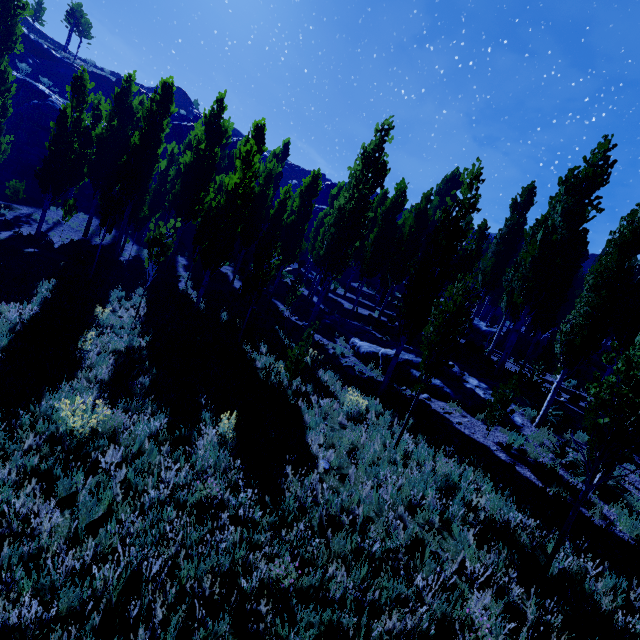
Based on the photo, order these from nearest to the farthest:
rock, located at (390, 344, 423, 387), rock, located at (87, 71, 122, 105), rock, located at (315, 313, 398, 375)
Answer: rock, located at (390, 344, 423, 387) < rock, located at (315, 313, 398, 375) < rock, located at (87, 71, 122, 105)

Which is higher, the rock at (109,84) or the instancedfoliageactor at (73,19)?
the instancedfoliageactor at (73,19)

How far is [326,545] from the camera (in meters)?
5.03

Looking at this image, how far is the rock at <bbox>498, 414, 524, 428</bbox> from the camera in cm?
1085

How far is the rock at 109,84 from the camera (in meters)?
51.84

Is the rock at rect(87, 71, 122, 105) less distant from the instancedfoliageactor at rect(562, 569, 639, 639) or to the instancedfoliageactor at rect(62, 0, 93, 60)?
the instancedfoliageactor at rect(562, 569, 639, 639)

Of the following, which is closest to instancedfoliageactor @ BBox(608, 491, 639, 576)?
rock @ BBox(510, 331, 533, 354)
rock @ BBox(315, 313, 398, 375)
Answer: rock @ BBox(315, 313, 398, 375)

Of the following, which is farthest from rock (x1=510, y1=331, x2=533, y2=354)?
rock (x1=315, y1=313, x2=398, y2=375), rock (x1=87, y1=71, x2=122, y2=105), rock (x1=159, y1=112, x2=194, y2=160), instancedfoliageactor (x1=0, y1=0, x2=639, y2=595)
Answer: rock (x1=87, y1=71, x2=122, y2=105)
